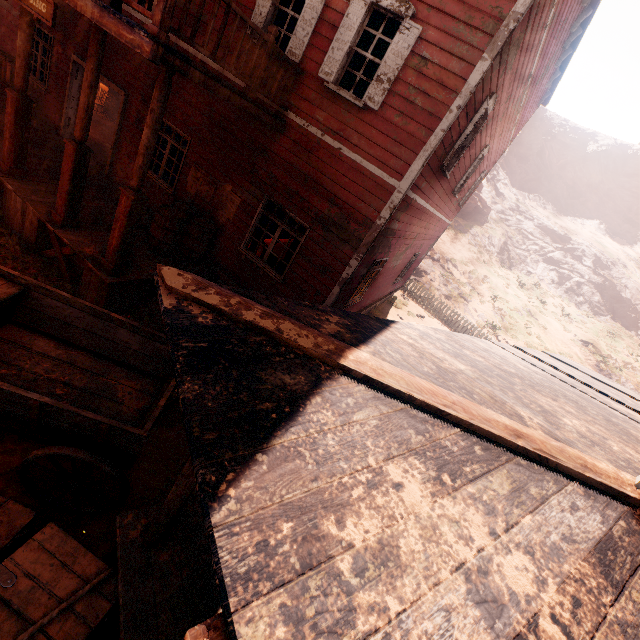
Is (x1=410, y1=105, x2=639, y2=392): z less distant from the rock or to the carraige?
the rock

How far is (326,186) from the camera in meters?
6.8 m

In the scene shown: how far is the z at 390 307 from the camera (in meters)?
15.99

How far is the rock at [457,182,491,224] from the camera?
33.44m

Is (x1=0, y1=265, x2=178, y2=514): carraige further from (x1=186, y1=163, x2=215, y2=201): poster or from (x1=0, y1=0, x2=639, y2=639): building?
(x1=186, y1=163, x2=215, y2=201): poster

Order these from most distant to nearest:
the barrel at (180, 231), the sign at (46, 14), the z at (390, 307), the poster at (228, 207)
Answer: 1. the z at (390, 307)
2. the poster at (228, 207)
3. the barrel at (180, 231)
4. the sign at (46, 14)

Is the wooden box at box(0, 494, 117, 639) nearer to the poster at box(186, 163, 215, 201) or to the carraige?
the carraige

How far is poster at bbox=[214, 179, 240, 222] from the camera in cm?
785
